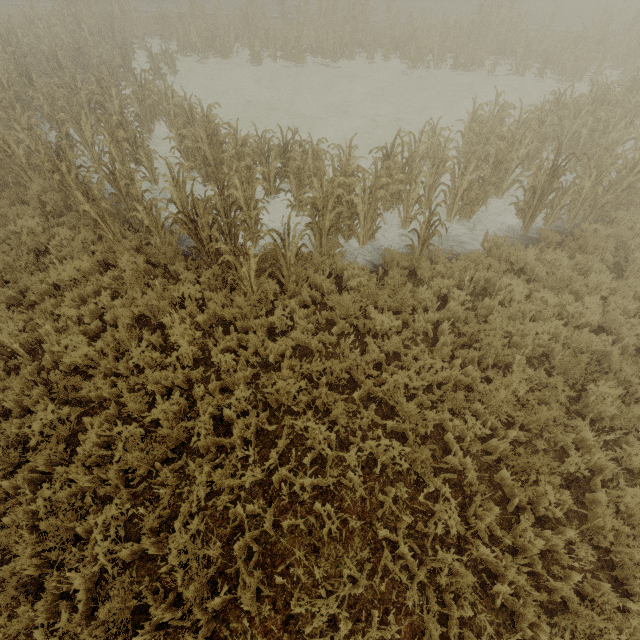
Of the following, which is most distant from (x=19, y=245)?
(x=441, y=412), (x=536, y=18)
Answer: (x=536, y=18)
